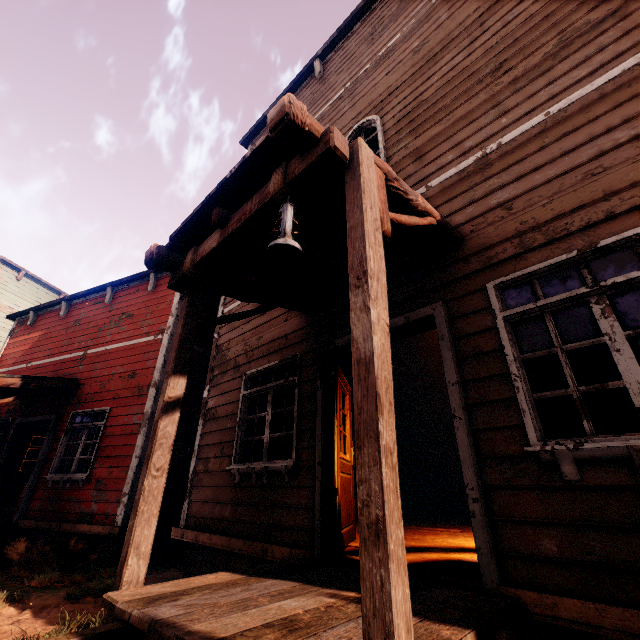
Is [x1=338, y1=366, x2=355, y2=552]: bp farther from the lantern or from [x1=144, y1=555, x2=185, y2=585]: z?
the lantern

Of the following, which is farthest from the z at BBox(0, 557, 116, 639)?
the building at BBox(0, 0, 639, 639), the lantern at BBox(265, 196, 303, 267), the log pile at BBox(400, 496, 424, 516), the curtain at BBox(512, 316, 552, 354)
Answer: the lantern at BBox(265, 196, 303, 267)

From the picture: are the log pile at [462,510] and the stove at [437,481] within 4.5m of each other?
yes

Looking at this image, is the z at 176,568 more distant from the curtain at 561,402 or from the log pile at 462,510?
the curtain at 561,402

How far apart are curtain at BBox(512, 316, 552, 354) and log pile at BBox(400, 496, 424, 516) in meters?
7.5

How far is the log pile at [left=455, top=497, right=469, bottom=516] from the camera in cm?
856

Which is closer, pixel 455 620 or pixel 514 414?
pixel 455 620

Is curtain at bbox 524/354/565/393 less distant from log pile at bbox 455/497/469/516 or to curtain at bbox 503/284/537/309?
curtain at bbox 503/284/537/309
